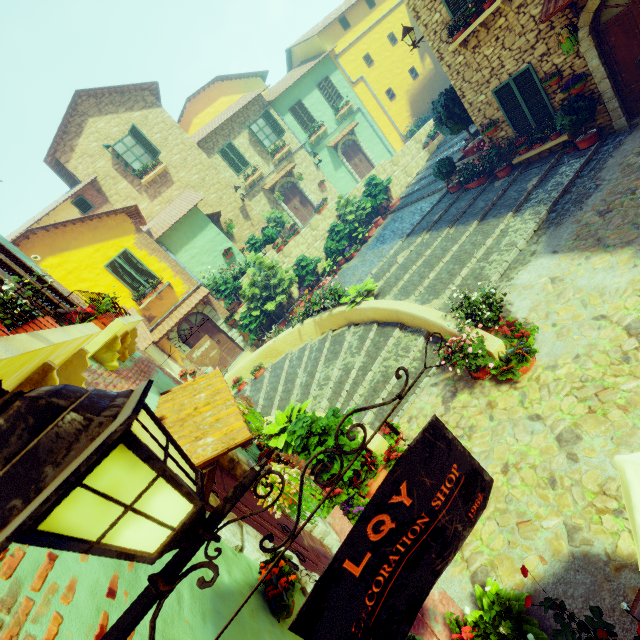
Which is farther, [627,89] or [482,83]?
[482,83]

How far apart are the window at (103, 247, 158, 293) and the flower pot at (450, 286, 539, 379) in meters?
12.4 m

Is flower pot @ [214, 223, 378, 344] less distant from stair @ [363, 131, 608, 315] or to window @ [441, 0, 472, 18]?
stair @ [363, 131, 608, 315]

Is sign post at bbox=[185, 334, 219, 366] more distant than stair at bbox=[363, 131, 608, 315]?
No

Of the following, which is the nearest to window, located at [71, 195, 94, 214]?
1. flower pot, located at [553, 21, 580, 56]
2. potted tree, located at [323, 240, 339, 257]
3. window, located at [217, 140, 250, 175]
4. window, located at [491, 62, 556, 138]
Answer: window, located at [217, 140, 250, 175]

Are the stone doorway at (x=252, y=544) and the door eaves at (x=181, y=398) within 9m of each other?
yes

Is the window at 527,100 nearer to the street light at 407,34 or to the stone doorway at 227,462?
the street light at 407,34

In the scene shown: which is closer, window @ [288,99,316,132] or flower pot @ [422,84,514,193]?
flower pot @ [422,84,514,193]
